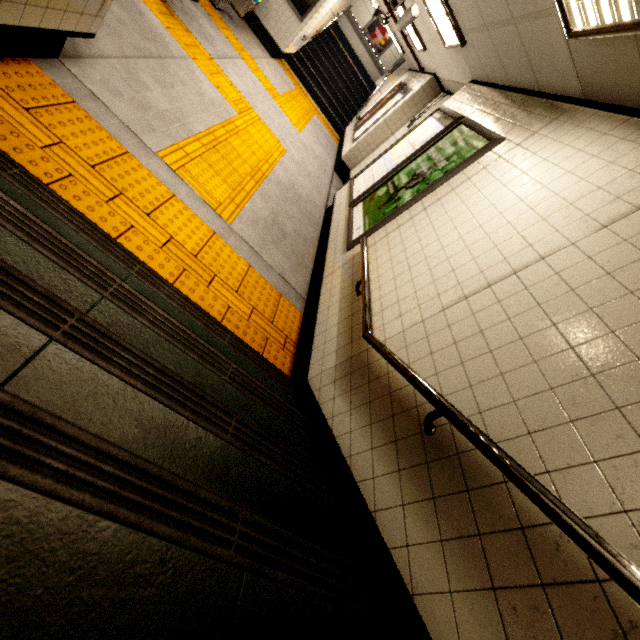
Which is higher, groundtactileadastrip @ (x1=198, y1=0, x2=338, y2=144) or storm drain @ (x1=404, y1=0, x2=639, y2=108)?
Result: storm drain @ (x1=404, y1=0, x2=639, y2=108)

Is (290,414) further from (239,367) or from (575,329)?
(575,329)

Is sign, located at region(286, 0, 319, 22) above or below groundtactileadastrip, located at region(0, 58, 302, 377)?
above

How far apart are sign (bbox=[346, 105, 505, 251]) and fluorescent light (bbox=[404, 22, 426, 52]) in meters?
4.0 m

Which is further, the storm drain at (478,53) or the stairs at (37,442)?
the storm drain at (478,53)

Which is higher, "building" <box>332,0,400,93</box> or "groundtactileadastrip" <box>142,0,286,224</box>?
"building" <box>332,0,400,93</box>

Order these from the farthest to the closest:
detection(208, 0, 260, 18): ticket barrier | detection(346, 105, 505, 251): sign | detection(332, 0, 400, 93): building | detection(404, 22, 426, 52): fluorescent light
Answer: detection(332, 0, 400, 93): building, detection(208, 0, 260, 18): ticket barrier, detection(404, 22, 426, 52): fluorescent light, detection(346, 105, 505, 251): sign

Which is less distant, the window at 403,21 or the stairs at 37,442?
the stairs at 37,442
